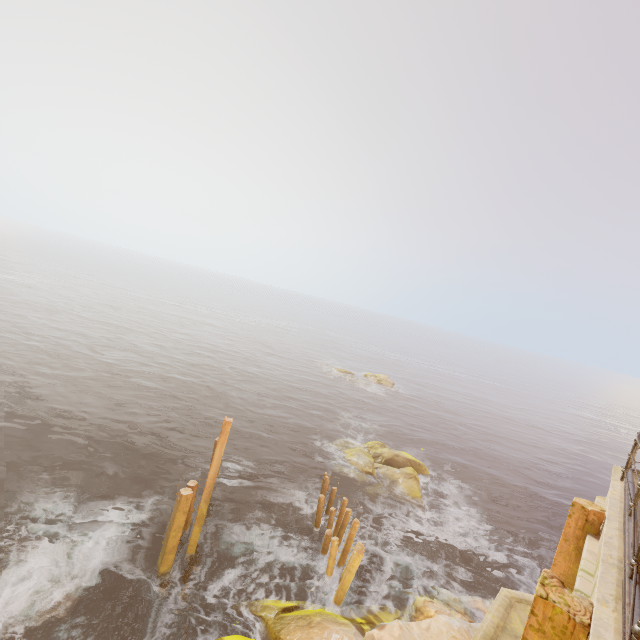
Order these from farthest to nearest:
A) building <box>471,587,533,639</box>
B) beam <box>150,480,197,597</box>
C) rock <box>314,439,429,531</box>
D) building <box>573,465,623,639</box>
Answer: rock <box>314,439,429,531</box>, beam <box>150,480,197,597</box>, building <box>471,587,533,639</box>, building <box>573,465,623,639</box>

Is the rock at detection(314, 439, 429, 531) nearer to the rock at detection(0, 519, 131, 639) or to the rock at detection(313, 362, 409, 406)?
the rock at detection(0, 519, 131, 639)

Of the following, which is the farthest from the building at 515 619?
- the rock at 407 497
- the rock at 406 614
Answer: the rock at 407 497

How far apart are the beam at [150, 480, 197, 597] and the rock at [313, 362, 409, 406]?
30.2m

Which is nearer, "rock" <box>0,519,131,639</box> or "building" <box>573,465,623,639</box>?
"building" <box>573,465,623,639</box>

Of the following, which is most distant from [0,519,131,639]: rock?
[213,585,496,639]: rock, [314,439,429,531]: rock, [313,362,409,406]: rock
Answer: [313,362,409,406]: rock

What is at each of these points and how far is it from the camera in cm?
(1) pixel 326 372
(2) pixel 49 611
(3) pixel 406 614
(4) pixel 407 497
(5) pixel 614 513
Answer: (1) rock, 4716
(2) rock, 909
(3) rock, 1167
(4) rock, 1878
(5) building, 522

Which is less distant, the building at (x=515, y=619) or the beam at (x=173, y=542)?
the building at (x=515, y=619)
